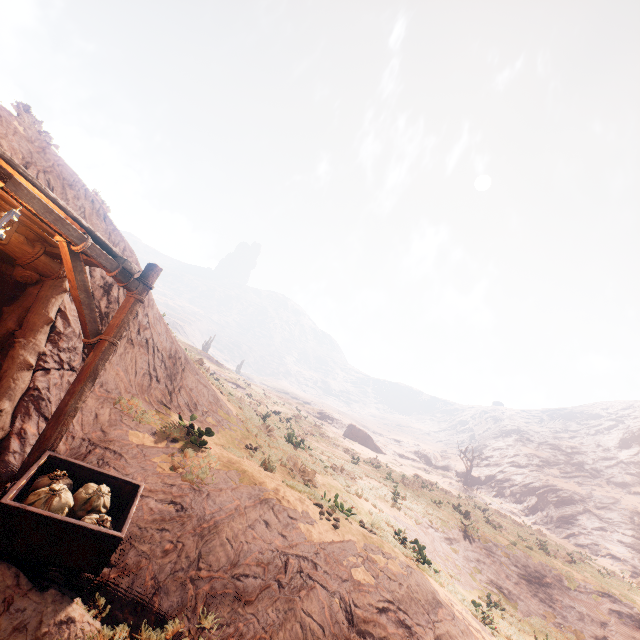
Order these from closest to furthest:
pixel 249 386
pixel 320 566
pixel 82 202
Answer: pixel 320 566 → pixel 82 202 → pixel 249 386

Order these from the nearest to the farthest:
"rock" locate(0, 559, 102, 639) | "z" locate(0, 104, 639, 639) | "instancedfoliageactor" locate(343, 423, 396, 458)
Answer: "rock" locate(0, 559, 102, 639) → "z" locate(0, 104, 639, 639) → "instancedfoliageactor" locate(343, 423, 396, 458)

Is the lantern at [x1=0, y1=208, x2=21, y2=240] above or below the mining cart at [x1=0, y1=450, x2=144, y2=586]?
above

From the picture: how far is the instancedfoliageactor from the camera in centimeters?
4838cm

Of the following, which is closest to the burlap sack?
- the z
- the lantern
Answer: the lantern

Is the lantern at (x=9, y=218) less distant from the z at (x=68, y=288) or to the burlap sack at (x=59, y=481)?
the burlap sack at (x=59, y=481)

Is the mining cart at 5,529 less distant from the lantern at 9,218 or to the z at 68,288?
the lantern at 9,218

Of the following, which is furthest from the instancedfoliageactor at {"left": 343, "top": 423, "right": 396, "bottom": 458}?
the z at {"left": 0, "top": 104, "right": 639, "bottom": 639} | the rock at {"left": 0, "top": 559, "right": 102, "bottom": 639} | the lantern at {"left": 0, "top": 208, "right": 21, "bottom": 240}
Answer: the lantern at {"left": 0, "top": 208, "right": 21, "bottom": 240}
